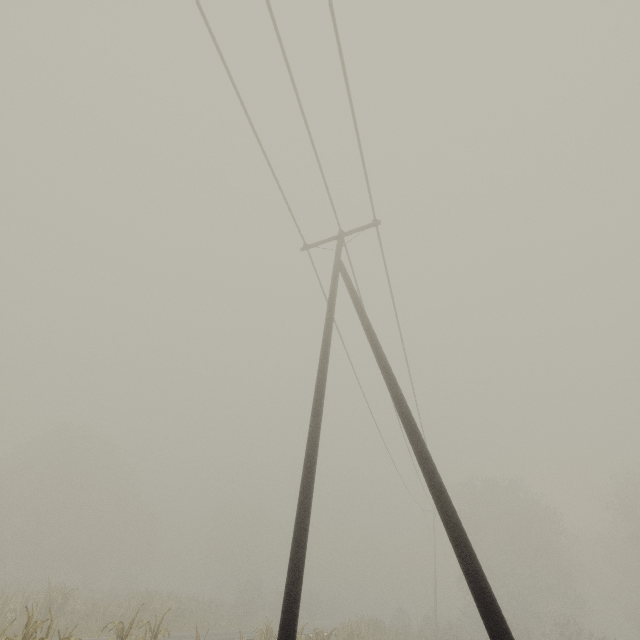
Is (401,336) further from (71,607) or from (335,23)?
(71,607)
